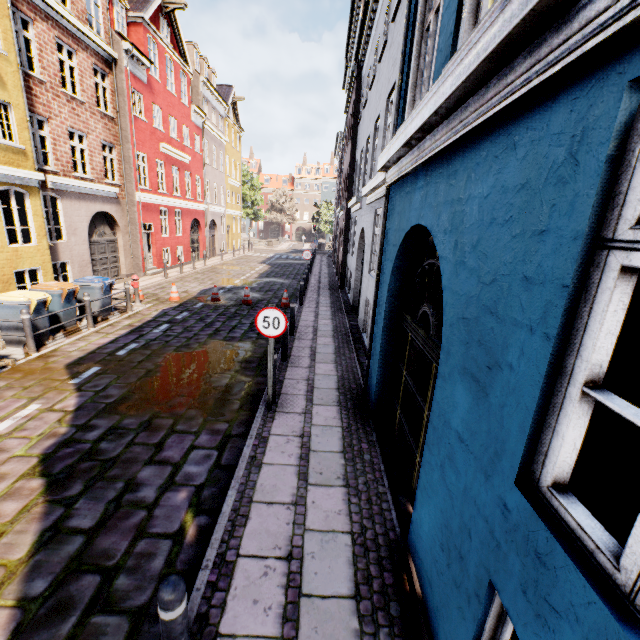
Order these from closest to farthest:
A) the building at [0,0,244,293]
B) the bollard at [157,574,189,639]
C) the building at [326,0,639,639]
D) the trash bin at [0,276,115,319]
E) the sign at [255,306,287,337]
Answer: the building at [326,0,639,639]
the bollard at [157,574,189,639]
the sign at [255,306,287,337]
the trash bin at [0,276,115,319]
the building at [0,0,244,293]

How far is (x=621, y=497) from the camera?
4.38m

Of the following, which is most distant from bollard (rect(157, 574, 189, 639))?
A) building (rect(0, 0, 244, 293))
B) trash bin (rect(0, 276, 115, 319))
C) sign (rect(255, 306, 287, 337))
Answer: trash bin (rect(0, 276, 115, 319))

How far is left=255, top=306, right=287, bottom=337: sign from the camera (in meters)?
5.32

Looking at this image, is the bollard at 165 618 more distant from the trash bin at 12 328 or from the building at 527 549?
the trash bin at 12 328

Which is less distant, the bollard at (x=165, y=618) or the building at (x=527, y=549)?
the building at (x=527, y=549)

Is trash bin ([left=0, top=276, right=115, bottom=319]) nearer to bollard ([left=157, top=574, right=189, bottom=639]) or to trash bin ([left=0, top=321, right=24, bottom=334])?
trash bin ([left=0, top=321, right=24, bottom=334])

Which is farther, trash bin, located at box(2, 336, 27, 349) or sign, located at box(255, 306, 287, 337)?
trash bin, located at box(2, 336, 27, 349)
